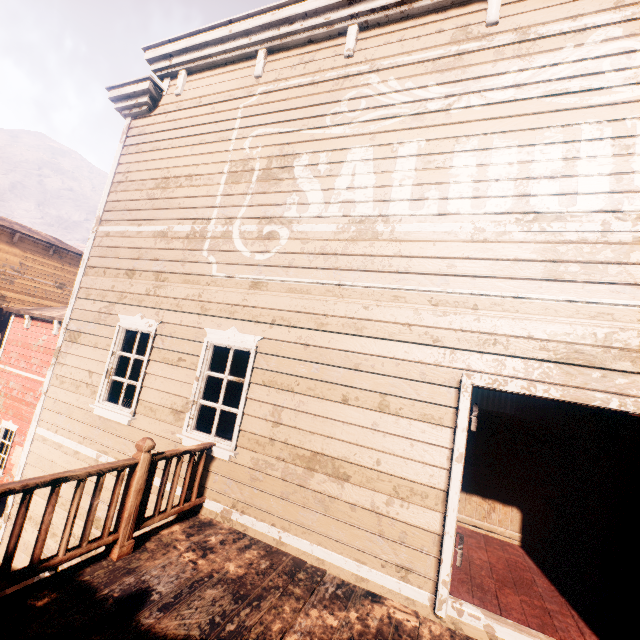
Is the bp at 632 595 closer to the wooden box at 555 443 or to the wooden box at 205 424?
the wooden box at 555 443

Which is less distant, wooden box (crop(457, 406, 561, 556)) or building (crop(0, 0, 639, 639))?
building (crop(0, 0, 639, 639))

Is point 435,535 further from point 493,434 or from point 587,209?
point 587,209

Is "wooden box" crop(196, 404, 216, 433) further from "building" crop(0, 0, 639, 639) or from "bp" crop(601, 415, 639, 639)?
"bp" crop(601, 415, 639, 639)

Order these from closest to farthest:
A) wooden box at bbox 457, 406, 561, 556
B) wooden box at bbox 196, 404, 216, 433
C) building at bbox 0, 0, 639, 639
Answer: building at bbox 0, 0, 639, 639 → wooden box at bbox 457, 406, 561, 556 → wooden box at bbox 196, 404, 216, 433

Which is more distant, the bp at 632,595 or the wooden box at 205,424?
the wooden box at 205,424

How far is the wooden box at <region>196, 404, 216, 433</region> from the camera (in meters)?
5.86

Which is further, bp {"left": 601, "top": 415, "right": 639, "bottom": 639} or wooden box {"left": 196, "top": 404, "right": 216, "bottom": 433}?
wooden box {"left": 196, "top": 404, "right": 216, "bottom": 433}
